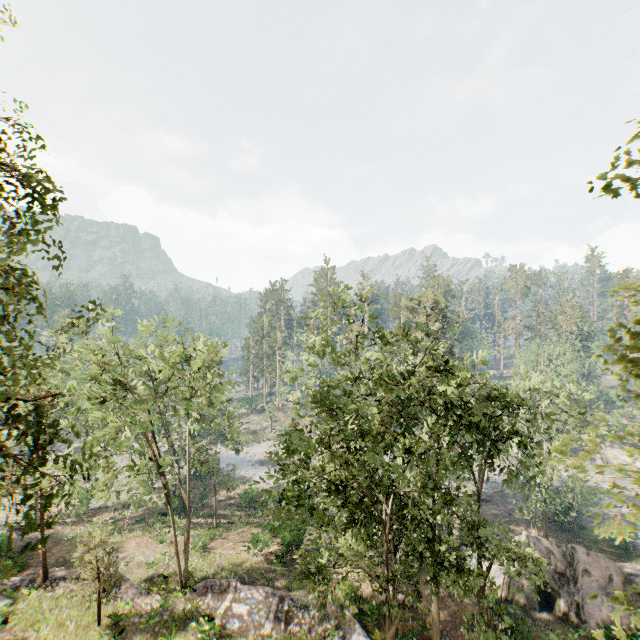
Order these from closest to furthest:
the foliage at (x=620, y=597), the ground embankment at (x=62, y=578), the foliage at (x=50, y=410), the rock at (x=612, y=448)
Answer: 1. the foliage at (x=620, y=597)
2. the foliage at (x=50, y=410)
3. the ground embankment at (x=62, y=578)
4. the rock at (x=612, y=448)

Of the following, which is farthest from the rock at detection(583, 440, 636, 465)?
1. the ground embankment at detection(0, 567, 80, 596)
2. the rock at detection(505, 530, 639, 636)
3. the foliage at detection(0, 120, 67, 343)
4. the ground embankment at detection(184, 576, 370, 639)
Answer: the ground embankment at detection(0, 567, 80, 596)

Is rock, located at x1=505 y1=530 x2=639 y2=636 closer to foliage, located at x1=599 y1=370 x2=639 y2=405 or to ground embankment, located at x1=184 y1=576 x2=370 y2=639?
ground embankment, located at x1=184 y1=576 x2=370 y2=639

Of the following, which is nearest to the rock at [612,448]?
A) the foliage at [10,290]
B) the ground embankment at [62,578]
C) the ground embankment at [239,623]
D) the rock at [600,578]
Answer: the foliage at [10,290]

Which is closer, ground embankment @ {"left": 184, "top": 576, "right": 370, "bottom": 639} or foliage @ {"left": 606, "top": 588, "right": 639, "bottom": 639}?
foliage @ {"left": 606, "top": 588, "right": 639, "bottom": 639}

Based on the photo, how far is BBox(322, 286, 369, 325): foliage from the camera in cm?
1487

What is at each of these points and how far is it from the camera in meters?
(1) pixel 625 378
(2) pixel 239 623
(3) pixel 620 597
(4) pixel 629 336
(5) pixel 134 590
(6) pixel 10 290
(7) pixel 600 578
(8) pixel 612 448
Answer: (1) foliage, 5.2 m
(2) ground embankment, 20.3 m
(3) foliage, 3.6 m
(4) foliage, 5.2 m
(5) ground embankment, 22.0 m
(6) foliage, 9.3 m
(7) rock, 23.1 m
(8) rock, 55.8 m

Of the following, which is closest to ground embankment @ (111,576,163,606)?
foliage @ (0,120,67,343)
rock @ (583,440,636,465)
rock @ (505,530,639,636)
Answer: foliage @ (0,120,67,343)
